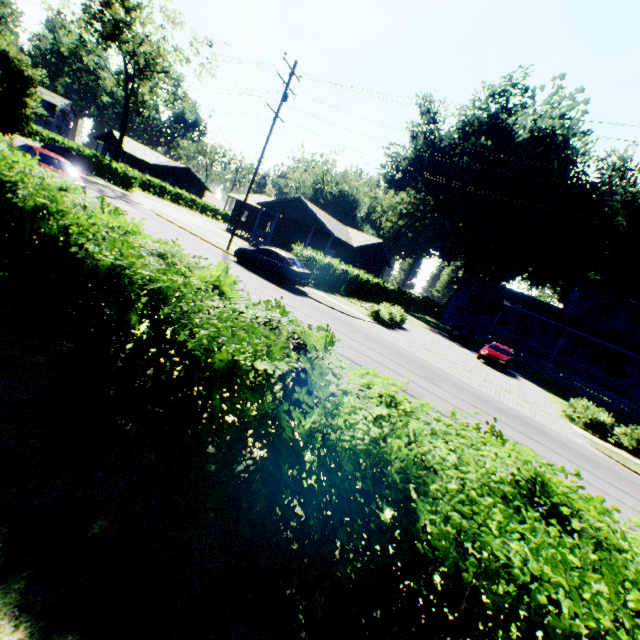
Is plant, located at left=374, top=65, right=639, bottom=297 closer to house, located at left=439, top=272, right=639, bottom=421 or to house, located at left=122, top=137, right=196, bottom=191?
house, located at left=439, top=272, right=639, bottom=421

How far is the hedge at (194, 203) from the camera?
35.5m

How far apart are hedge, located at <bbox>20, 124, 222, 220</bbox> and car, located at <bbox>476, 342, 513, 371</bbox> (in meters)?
49.20

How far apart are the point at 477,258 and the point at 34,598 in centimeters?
6032cm

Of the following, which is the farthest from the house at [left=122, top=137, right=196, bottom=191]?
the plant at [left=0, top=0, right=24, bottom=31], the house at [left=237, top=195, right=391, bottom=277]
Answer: the house at [left=237, top=195, right=391, bottom=277]

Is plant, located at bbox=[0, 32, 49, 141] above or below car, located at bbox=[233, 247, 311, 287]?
above

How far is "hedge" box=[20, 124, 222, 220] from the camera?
35.5m

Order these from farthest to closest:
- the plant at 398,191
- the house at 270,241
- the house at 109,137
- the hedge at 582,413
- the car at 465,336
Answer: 1. the house at 109,137
2. the plant at 398,191
3. the house at 270,241
4. the car at 465,336
5. the hedge at 582,413
